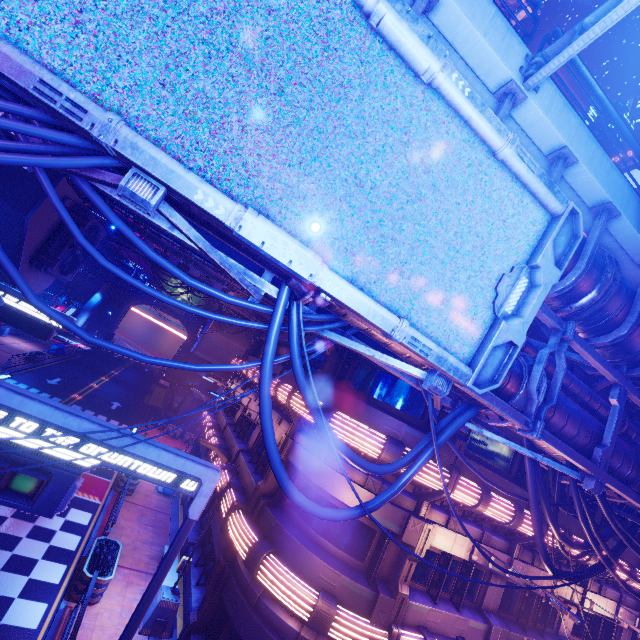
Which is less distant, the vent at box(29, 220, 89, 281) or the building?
the vent at box(29, 220, 89, 281)

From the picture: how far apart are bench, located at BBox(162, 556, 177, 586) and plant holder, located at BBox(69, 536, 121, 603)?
1.8m

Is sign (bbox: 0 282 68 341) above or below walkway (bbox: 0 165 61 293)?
below

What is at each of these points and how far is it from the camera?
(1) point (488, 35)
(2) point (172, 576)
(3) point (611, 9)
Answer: (1) walkway, 4.7m
(2) bench, 12.8m
(3) street light, 4.1m

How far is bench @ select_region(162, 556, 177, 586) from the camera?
12.3m

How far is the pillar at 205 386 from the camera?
40.4m

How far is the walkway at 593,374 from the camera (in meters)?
8.06

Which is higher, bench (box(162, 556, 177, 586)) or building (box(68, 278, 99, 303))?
building (box(68, 278, 99, 303))
